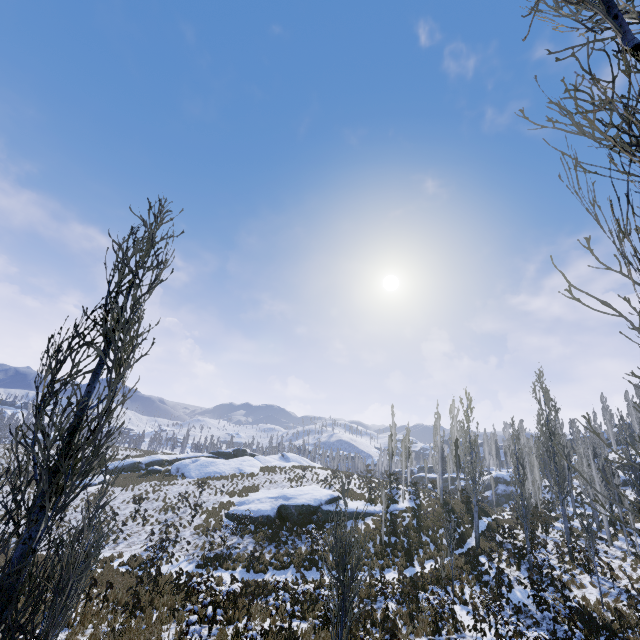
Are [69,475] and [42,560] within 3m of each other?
yes

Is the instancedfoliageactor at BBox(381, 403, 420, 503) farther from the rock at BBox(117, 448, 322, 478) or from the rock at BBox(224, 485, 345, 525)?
the rock at BBox(117, 448, 322, 478)

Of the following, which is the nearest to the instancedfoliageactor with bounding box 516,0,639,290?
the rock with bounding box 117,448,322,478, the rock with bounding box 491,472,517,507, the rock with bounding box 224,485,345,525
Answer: the rock with bounding box 491,472,517,507

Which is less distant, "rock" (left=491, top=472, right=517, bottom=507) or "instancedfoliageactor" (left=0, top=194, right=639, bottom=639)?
"instancedfoliageactor" (left=0, top=194, right=639, bottom=639)

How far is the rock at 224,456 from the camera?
39.81m

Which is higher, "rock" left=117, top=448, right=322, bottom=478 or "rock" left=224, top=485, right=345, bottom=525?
"rock" left=117, top=448, right=322, bottom=478

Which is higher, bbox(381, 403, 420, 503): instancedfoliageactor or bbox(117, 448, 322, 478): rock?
bbox(381, 403, 420, 503): instancedfoliageactor

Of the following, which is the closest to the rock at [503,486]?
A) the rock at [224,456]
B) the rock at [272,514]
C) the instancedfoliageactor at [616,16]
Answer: the instancedfoliageactor at [616,16]
